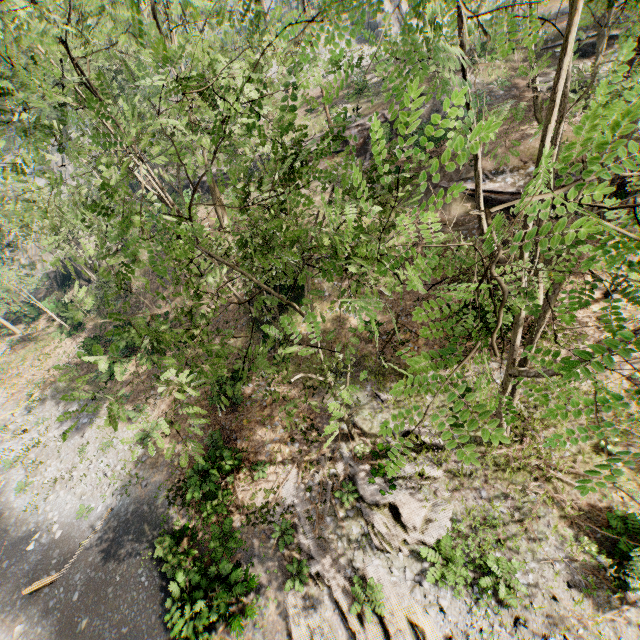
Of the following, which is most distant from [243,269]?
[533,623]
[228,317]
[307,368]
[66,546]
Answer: [66,546]

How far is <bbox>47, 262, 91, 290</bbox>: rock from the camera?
33.62m

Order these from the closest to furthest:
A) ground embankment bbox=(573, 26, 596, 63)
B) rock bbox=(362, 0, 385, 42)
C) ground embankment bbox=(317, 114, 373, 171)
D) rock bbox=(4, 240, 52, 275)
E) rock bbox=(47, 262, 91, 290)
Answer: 1. ground embankment bbox=(573, 26, 596, 63)
2. ground embankment bbox=(317, 114, 373, 171)
3. rock bbox=(47, 262, 91, 290)
4. rock bbox=(362, 0, 385, 42)
5. rock bbox=(4, 240, 52, 275)

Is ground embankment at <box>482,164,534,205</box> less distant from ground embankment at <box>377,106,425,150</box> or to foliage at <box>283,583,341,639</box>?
foliage at <box>283,583,341,639</box>

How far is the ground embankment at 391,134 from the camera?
21.86m

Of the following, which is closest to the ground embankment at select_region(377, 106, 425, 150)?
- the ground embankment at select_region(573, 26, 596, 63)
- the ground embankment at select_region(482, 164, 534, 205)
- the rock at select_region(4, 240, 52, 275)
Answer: the ground embankment at select_region(482, 164, 534, 205)

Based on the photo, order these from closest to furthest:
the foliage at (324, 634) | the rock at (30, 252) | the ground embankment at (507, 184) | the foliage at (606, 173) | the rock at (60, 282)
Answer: the foliage at (606, 173) < the foliage at (324, 634) < the ground embankment at (507, 184) < the rock at (60, 282) < the rock at (30, 252)

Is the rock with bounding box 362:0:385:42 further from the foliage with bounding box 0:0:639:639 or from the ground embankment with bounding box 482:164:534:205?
the ground embankment with bounding box 482:164:534:205
